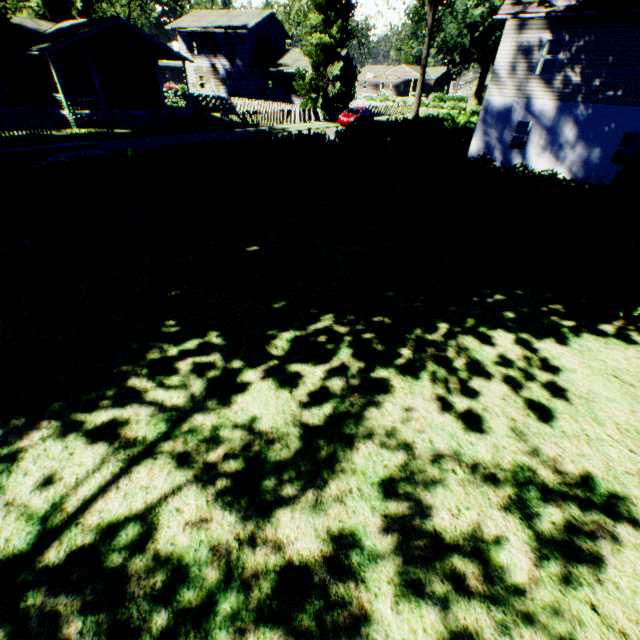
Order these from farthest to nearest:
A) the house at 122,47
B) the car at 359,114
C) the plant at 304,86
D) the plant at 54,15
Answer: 1. the car at 359,114
2. the plant at 304,86
3. the plant at 54,15
4. the house at 122,47

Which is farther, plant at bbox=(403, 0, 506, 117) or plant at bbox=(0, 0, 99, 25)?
plant at bbox=(0, 0, 99, 25)

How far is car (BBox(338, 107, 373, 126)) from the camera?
31.41m

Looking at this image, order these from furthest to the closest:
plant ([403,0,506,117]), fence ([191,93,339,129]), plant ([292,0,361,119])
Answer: plant ([292,0,361,119]), fence ([191,93,339,129]), plant ([403,0,506,117])

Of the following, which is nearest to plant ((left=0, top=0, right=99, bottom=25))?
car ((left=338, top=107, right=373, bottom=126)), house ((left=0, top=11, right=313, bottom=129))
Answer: house ((left=0, top=11, right=313, bottom=129))

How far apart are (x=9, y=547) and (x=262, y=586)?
2.62m

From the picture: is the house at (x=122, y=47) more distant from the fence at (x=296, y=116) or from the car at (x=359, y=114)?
the car at (x=359, y=114)

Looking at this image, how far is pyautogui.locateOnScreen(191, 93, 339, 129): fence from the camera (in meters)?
27.68
